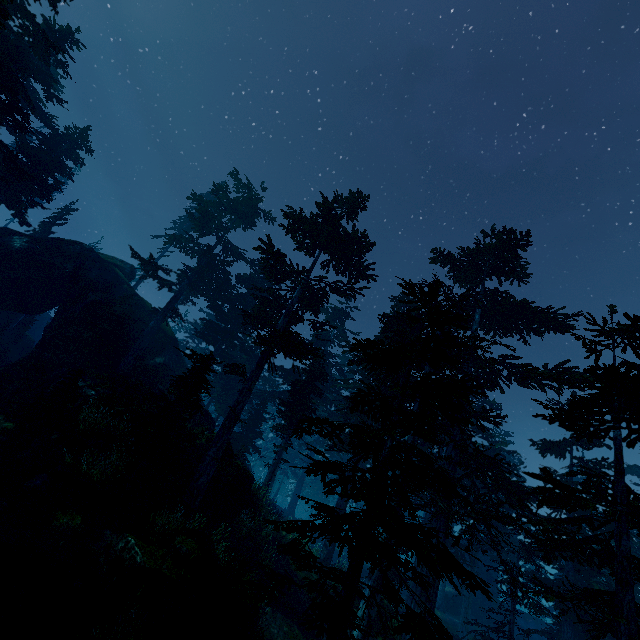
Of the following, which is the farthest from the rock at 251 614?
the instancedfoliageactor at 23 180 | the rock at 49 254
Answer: the rock at 49 254

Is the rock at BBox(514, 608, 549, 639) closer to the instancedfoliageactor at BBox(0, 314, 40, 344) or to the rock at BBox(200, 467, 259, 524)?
the instancedfoliageactor at BBox(0, 314, 40, 344)

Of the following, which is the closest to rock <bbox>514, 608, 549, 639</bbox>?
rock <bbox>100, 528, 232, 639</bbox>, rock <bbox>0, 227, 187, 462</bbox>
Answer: rock <bbox>0, 227, 187, 462</bbox>

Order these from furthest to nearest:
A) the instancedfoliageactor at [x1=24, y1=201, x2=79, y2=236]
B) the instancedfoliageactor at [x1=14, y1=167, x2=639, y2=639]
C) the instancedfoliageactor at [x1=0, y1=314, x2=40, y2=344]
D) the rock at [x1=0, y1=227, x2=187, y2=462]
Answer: the instancedfoliageactor at [x1=24, y1=201, x2=79, y2=236] → the instancedfoliageactor at [x1=0, y1=314, x2=40, y2=344] → the rock at [x1=0, y1=227, x2=187, y2=462] → the instancedfoliageactor at [x1=14, y1=167, x2=639, y2=639]

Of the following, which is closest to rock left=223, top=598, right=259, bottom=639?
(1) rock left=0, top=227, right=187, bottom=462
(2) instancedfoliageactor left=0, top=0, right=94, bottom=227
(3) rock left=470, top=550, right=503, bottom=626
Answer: (2) instancedfoliageactor left=0, top=0, right=94, bottom=227

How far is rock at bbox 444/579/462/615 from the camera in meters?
29.6 m

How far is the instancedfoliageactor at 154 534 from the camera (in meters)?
11.12

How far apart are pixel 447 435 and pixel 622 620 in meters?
6.9
